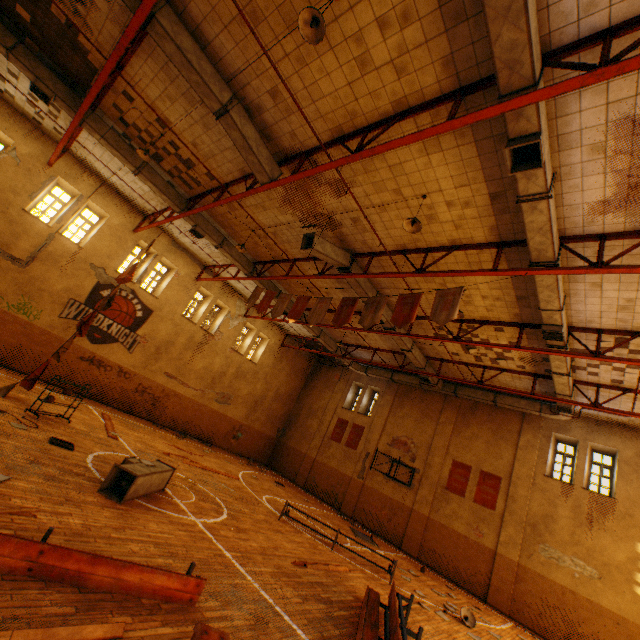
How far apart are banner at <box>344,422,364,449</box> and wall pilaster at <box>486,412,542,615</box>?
8.3m

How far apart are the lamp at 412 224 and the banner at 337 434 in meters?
16.7 m

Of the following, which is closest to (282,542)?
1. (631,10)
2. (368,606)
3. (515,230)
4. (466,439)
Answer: (368,606)

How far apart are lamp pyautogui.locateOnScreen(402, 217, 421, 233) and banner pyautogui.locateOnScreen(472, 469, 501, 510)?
14.0m

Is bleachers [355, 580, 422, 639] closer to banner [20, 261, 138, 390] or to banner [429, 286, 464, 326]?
banner [429, 286, 464, 326]

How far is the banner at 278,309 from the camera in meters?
12.3

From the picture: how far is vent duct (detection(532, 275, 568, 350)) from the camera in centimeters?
798cm

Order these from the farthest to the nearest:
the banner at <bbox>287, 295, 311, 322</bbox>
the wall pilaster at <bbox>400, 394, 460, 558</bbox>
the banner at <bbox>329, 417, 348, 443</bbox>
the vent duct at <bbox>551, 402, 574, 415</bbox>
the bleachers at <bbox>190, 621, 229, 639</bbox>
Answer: the banner at <bbox>329, 417, 348, 443</bbox> < the wall pilaster at <bbox>400, 394, 460, 558</bbox> < the vent duct at <bbox>551, 402, 574, 415</bbox> < the banner at <bbox>287, 295, 311, 322</bbox> < the bleachers at <bbox>190, 621, 229, 639</bbox>
